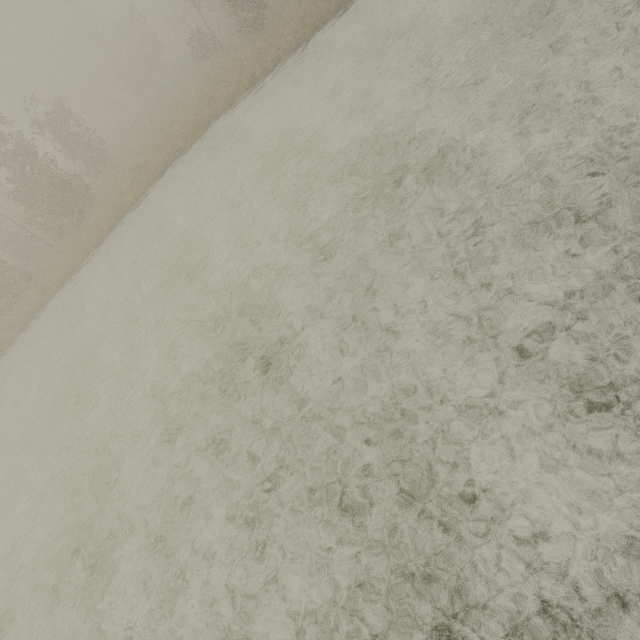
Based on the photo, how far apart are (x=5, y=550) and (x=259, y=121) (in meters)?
17.01
